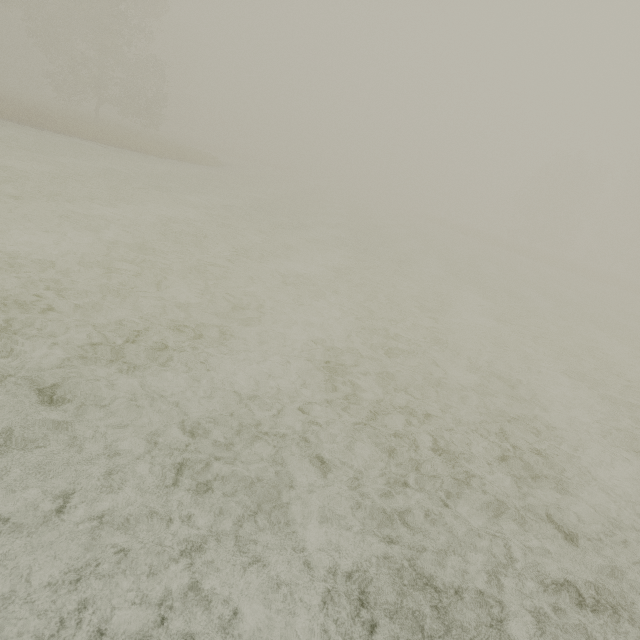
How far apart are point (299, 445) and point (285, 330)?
Result: 2.7 meters
